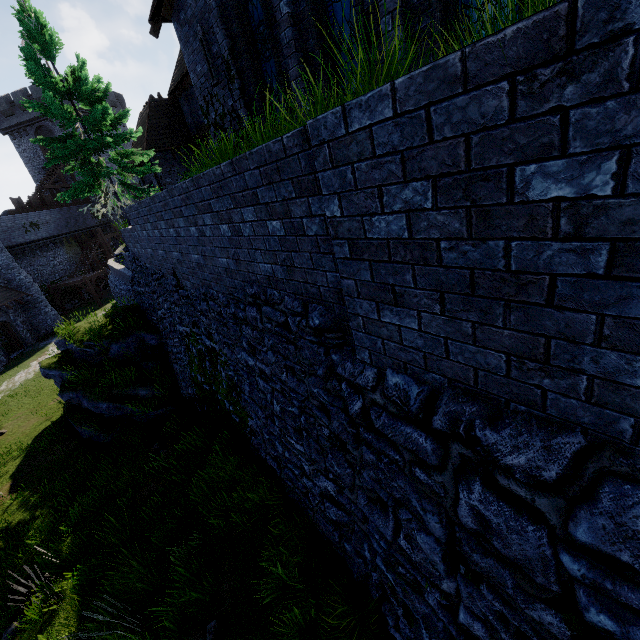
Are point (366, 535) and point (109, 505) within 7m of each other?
no

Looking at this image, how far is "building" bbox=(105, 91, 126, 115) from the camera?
43.1m

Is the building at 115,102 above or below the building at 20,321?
above

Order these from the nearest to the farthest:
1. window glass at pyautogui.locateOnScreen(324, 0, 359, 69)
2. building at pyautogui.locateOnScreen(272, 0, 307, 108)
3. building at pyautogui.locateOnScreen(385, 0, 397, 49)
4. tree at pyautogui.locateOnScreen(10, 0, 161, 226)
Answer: building at pyautogui.locateOnScreen(385, 0, 397, 49) → window glass at pyautogui.locateOnScreen(324, 0, 359, 69) → building at pyautogui.locateOnScreen(272, 0, 307, 108) → tree at pyautogui.locateOnScreen(10, 0, 161, 226)

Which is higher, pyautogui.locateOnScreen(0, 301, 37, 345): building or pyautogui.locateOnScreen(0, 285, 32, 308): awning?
pyautogui.locateOnScreen(0, 285, 32, 308): awning

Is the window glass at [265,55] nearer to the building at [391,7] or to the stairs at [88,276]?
the building at [391,7]

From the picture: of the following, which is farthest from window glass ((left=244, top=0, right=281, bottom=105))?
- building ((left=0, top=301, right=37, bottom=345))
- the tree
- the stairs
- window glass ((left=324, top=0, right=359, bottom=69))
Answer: the stairs

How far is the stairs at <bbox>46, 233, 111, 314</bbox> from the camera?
31.5m
